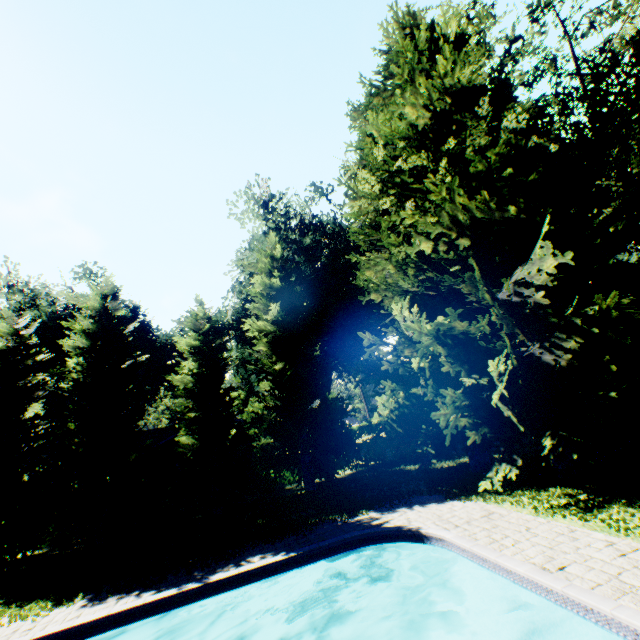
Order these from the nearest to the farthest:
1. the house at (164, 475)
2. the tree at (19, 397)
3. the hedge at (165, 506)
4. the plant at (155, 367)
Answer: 1. the tree at (19, 397)
2. the hedge at (165, 506)
3. the house at (164, 475)
4. the plant at (155, 367)

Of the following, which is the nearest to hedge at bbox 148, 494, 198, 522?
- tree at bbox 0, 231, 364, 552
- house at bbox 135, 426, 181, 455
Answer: tree at bbox 0, 231, 364, 552

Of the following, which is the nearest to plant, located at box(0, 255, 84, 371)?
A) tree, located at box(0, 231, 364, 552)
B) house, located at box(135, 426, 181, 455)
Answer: tree, located at box(0, 231, 364, 552)

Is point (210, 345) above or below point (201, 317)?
below

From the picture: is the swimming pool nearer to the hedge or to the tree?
the tree

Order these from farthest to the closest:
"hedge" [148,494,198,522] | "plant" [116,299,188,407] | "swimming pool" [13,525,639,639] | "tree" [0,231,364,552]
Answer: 1. "plant" [116,299,188,407]
2. "hedge" [148,494,198,522]
3. "tree" [0,231,364,552]
4. "swimming pool" [13,525,639,639]

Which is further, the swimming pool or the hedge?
the hedge

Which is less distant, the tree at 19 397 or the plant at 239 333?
the tree at 19 397
